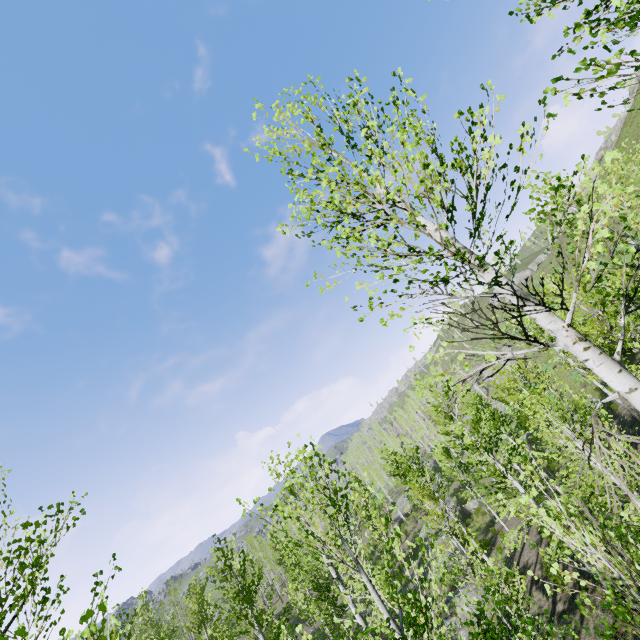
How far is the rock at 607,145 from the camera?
45.6m

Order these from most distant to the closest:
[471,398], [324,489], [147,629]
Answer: [147,629]
[471,398]
[324,489]

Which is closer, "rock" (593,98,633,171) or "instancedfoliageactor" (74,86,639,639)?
"instancedfoliageactor" (74,86,639,639)

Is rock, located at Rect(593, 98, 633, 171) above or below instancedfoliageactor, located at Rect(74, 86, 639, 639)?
above

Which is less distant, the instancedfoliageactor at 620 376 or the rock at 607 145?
the instancedfoliageactor at 620 376

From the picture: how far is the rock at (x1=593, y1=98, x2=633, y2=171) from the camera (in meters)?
45.62
